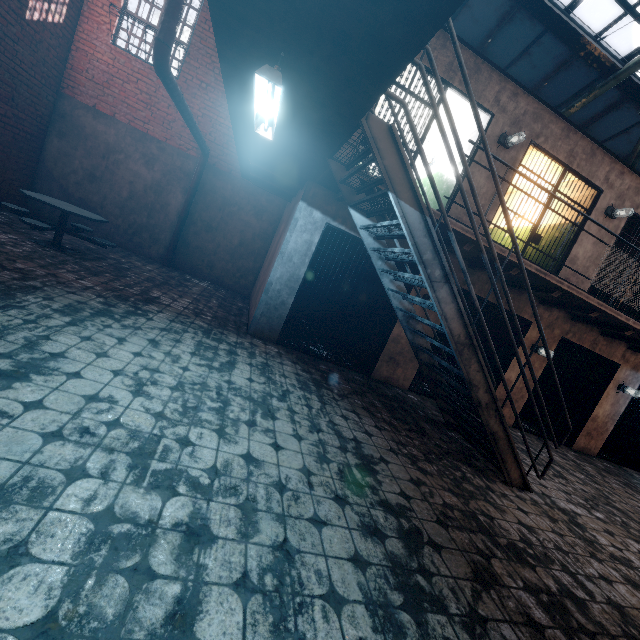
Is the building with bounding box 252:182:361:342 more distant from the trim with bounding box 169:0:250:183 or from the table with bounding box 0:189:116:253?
the trim with bounding box 169:0:250:183

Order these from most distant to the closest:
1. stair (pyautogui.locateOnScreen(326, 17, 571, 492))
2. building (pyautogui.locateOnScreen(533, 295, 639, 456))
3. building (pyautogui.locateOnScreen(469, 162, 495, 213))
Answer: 1. building (pyautogui.locateOnScreen(533, 295, 639, 456))
2. building (pyautogui.locateOnScreen(469, 162, 495, 213))
3. stair (pyautogui.locateOnScreen(326, 17, 571, 492))

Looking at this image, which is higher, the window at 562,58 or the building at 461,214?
the window at 562,58

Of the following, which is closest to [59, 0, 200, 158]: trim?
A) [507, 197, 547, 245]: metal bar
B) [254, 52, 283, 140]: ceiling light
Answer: [507, 197, 547, 245]: metal bar

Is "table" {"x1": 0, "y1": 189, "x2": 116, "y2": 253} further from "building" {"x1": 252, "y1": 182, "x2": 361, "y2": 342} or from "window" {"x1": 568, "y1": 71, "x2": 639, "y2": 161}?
"window" {"x1": 568, "y1": 71, "x2": 639, "y2": 161}

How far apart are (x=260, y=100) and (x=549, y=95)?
10.5 meters

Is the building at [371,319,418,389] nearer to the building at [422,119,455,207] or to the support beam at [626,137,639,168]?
the building at [422,119,455,207]

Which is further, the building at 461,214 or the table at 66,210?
the building at 461,214
